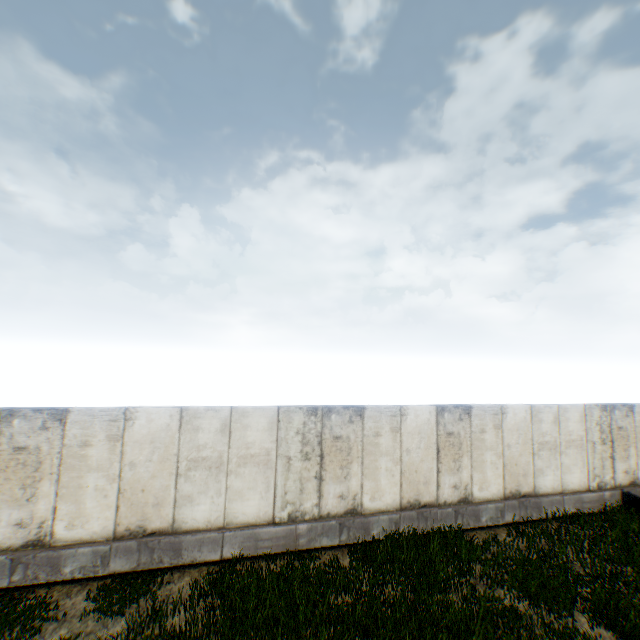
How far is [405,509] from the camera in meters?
9.3 m
